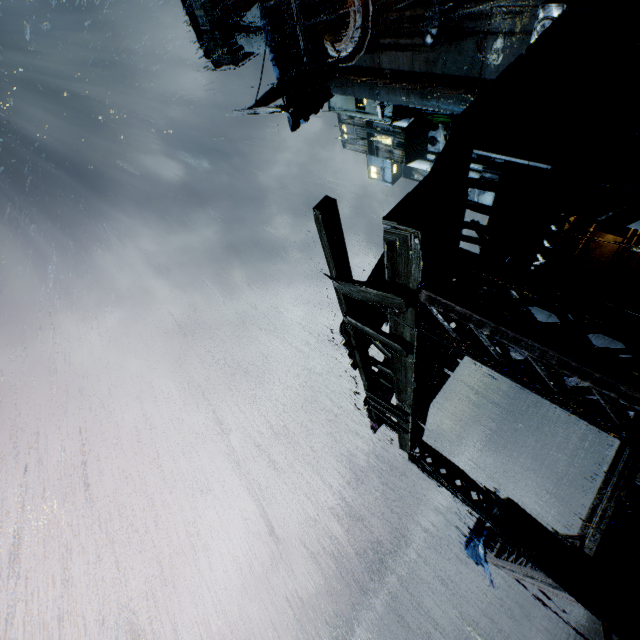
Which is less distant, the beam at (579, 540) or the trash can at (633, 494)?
the trash can at (633, 494)

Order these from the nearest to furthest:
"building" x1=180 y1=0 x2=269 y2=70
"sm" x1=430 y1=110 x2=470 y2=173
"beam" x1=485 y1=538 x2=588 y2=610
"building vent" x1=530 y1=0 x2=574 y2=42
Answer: "sm" x1=430 y1=110 x2=470 y2=173 < "beam" x1=485 y1=538 x2=588 y2=610 < "building vent" x1=530 y1=0 x2=574 y2=42 < "building" x1=180 y1=0 x2=269 y2=70

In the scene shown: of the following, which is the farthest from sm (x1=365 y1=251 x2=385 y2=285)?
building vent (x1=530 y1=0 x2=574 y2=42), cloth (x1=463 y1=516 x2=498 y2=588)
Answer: building vent (x1=530 y1=0 x2=574 y2=42)

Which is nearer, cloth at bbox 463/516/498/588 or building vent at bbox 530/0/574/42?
cloth at bbox 463/516/498/588

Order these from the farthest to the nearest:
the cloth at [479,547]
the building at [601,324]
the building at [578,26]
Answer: the cloth at [479,547] < the building at [578,26] < the building at [601,324]

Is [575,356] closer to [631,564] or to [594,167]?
[594,167]

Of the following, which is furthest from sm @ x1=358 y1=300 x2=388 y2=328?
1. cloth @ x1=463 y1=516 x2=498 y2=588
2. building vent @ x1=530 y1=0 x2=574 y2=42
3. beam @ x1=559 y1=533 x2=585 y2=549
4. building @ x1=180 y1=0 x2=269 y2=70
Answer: building vent @ x1=530 y1=0 x2=574 y2=42

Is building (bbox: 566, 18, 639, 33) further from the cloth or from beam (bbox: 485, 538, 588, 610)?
the cloth
